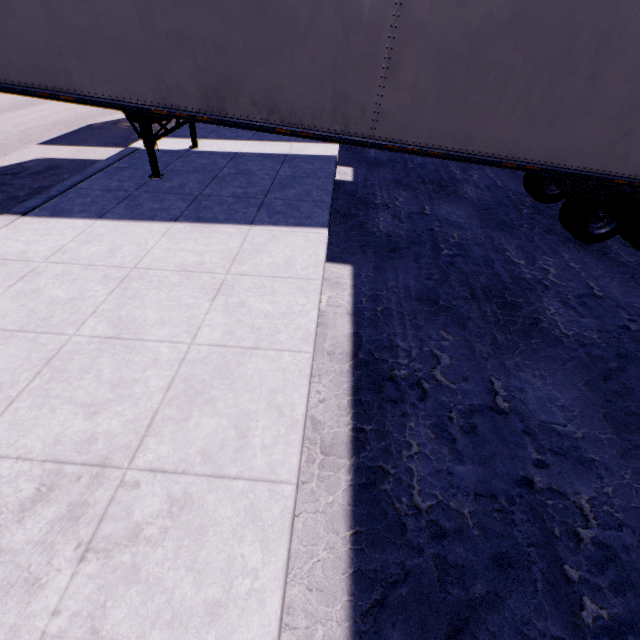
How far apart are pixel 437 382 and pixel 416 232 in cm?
376
